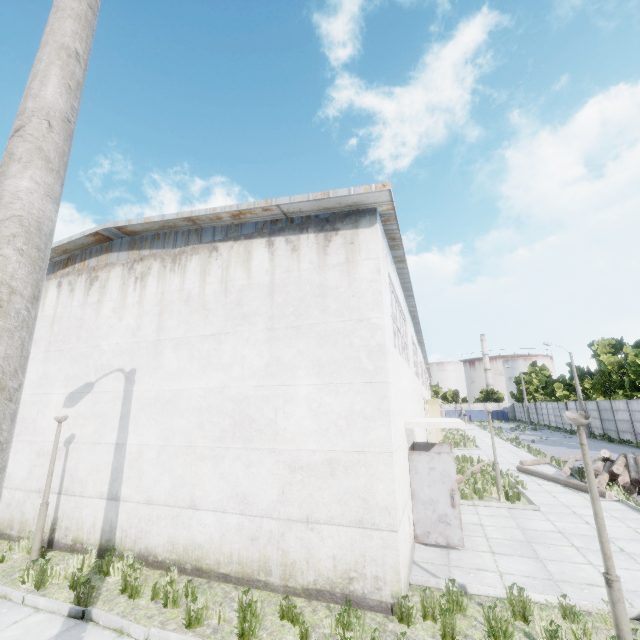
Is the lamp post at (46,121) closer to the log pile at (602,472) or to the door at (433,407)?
the log pile at (602,472)

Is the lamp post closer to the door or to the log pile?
the log pile

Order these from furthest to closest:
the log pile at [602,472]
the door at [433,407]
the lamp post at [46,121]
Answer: the door at [433,407] < the log pile at [602,472] < the lamp post at [46,121]

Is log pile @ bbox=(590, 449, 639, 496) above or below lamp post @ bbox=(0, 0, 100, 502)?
below

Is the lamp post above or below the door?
above

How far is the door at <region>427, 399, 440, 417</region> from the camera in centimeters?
2734cm

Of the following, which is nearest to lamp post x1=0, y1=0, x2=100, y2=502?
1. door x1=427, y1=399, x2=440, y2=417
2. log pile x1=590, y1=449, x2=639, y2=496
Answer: log pile x1=590, y1=449, x2=639, y2=496

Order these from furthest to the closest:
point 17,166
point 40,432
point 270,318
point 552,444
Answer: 1. point 552,444
2. point 40,432
3. point 270,318
4. point 17,166
